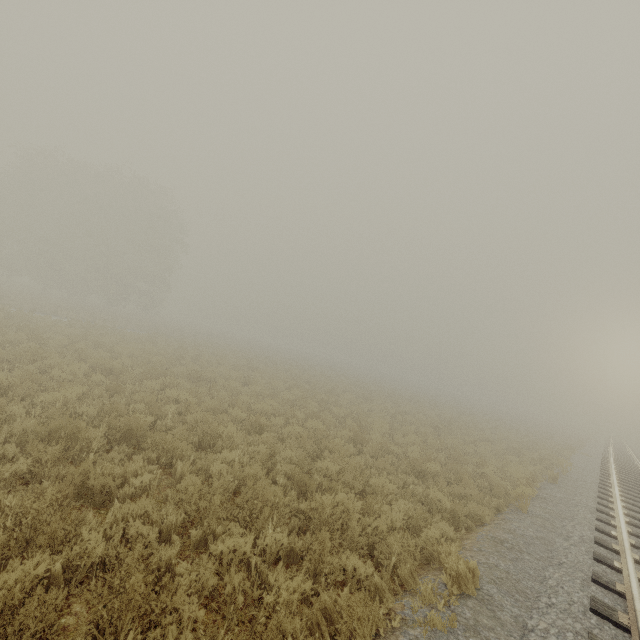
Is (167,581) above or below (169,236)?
below
